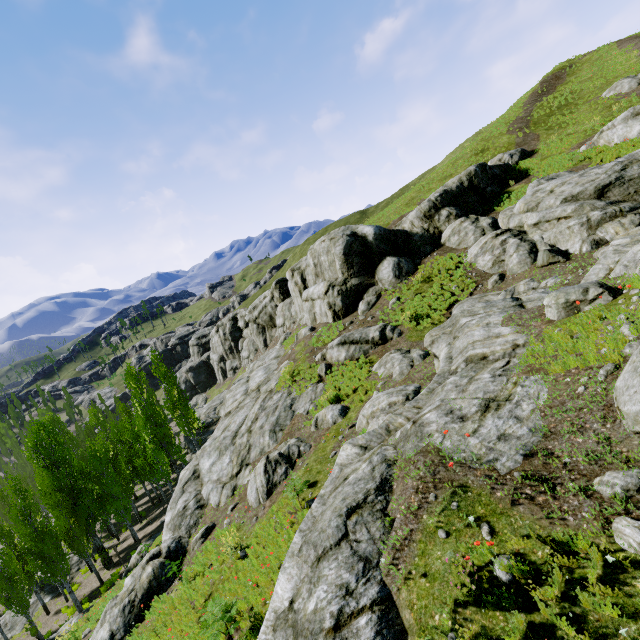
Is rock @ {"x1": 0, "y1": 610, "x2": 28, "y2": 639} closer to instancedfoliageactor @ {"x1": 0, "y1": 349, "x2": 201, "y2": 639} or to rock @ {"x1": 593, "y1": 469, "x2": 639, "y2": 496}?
instancedfoliageactor @ {"x1": 0, "y1": 349, "x2": 201, "y2": 639}

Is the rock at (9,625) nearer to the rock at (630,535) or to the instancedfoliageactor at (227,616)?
the instancedfoliageactor at (227,616)

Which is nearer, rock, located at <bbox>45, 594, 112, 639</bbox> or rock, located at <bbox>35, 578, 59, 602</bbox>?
rock, located at <bbox>45, 594, 112, 639</bbox>

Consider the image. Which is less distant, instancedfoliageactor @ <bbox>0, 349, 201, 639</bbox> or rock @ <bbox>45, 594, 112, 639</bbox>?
rock @ <bbox>45, 594, 112, 639</bbox>

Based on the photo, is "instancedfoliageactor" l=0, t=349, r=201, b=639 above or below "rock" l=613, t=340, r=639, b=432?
below

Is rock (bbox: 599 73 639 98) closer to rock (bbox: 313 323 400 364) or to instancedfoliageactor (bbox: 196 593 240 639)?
rock (bbox: 313 323 400 364)

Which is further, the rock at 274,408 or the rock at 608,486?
the rock at 274,408

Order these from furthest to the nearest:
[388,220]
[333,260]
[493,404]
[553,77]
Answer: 1. [553,77]
2. [388,220]
3. [333,260]
4. [493,404]
